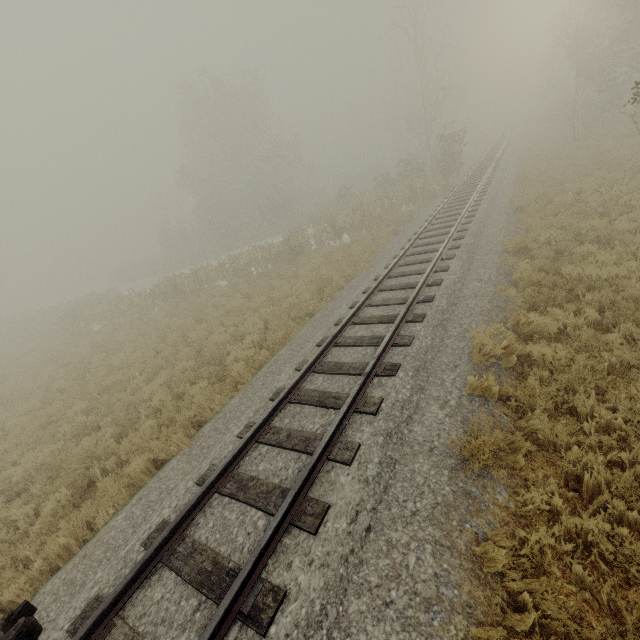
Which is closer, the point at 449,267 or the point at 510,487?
the point at 510,487

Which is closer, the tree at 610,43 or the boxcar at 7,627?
the boxcar at 7,627

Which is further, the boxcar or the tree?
the tree
